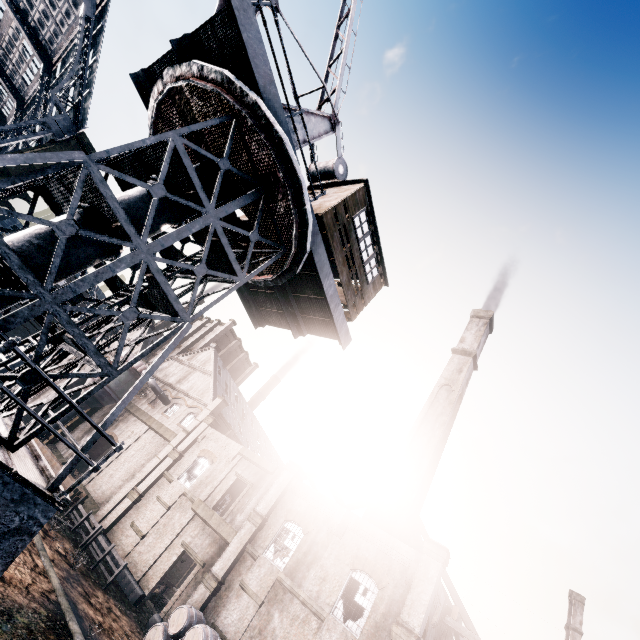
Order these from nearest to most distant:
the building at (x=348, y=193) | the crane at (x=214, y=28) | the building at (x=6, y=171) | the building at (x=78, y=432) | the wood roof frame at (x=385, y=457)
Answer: the crane at (x=214, y=28), the building at (x=348, y=193), the building at (x=6, y=171), the wood roof frame at (x=385, y=457), the building at (x=78, y=432)

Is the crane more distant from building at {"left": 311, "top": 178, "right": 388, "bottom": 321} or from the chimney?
the chimney

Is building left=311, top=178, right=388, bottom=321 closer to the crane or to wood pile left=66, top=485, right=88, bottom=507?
the crane

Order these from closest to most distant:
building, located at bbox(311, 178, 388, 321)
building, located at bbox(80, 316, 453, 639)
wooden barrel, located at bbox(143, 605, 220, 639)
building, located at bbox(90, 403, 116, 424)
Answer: building, located at bbox(311, 178, 388, 321) → wooden barrel, located at bbox(143, 605, 220, 639) → building, located at bbox(80, 316, 453, 639) → building, located at bbox(90, 403, 116, 424)

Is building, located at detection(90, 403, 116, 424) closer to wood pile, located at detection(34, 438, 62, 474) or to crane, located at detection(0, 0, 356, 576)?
wood pile, located at detection(34, 438, 62, 474)

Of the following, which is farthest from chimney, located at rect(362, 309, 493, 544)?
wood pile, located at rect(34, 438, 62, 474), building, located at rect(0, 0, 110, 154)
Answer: wood pile, located at rect(34, 438, 62, 474)

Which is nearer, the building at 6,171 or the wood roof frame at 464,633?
the building at 6,171

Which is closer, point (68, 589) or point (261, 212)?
point (261, 212)
